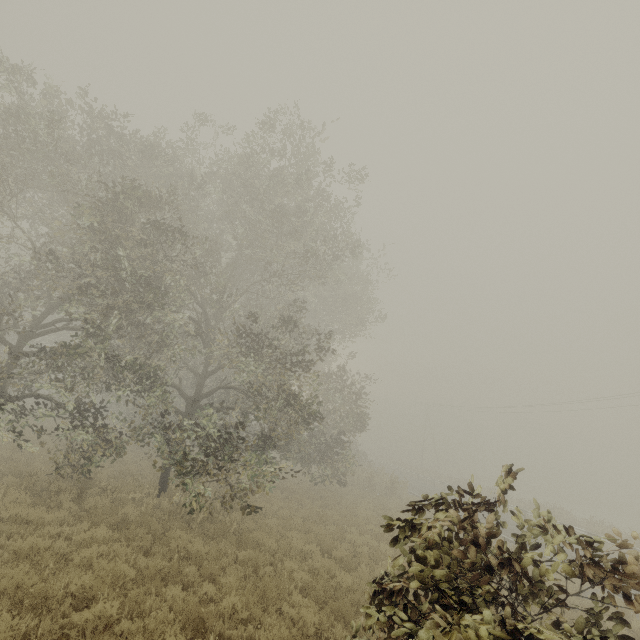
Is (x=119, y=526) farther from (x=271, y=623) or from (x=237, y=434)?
(x=271, y=623)

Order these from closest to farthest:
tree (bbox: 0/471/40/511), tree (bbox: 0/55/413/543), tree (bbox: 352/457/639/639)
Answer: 1. tree (bbox: 352/457/639/639)
2. tree (bbox: 0/471/40/511)
3. tree (bbox: 0/55/413/543)

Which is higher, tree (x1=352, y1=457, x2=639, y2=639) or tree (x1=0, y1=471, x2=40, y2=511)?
tree (x1=352, y1=457, x2=639, y2=639)

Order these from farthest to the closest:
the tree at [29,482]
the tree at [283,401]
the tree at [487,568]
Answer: the tree at [283,401] < the tree at [29,482] < the tree at [487,568]

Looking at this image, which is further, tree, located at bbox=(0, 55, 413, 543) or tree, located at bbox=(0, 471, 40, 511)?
tree, located at bbox=(0, 55, 413, 543)

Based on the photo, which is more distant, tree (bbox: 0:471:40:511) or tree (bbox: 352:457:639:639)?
tree (bbox: 0:471:40:511)

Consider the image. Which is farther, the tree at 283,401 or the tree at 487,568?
the tree at 283,401
